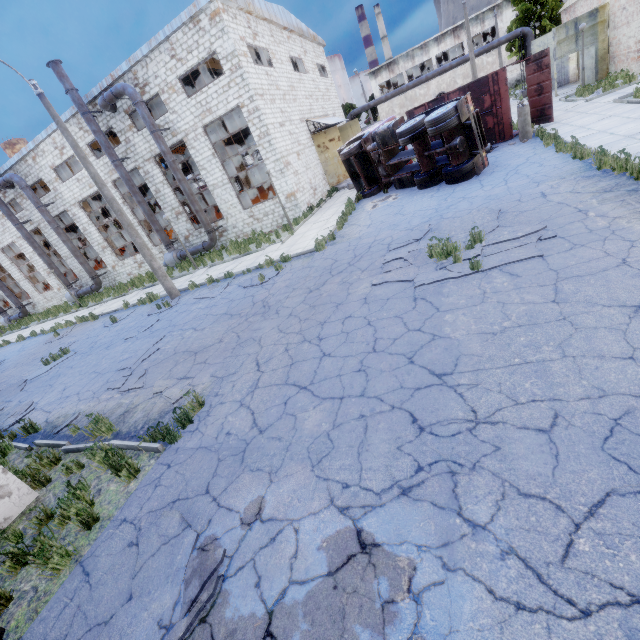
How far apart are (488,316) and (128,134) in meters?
24.6 m

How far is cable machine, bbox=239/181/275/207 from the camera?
22.6 meters

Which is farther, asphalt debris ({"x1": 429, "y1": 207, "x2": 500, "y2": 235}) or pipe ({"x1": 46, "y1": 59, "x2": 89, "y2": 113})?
pipe ({"x1": 46, "y1": 59, "x2": 89, "y2": 113})

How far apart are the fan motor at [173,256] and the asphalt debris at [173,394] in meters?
17.7 m

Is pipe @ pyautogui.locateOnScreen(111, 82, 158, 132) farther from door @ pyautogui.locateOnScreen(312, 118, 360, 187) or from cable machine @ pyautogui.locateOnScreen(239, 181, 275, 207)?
door @ pyautogui.locateOnScreen(312, 118, 360, 187)

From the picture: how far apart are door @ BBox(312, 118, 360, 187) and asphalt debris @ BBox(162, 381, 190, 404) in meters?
21.5 m

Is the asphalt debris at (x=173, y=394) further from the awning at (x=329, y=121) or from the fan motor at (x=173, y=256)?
the awning at (x=329, y=121)

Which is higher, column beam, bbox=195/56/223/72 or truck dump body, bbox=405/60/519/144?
column beam, bbox=195/56/223/72
